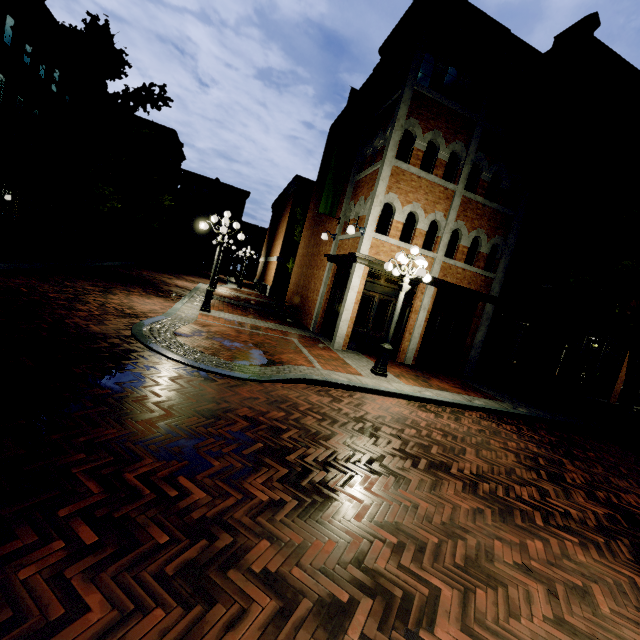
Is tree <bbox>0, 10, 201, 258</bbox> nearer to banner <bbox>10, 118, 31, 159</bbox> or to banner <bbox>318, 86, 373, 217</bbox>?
banner <bbox>10, 118, 31, 159</bbox>

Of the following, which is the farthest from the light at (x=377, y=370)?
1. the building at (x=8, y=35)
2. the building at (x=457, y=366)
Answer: the building at (x=8, y=35)

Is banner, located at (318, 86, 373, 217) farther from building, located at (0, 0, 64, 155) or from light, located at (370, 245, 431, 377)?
building, located at (0, 0, 64, 155)

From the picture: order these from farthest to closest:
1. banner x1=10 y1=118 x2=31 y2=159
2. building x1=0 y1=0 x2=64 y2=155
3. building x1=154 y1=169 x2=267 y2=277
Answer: building x1=154 y1=169 x2=267 y2=277
banner x1=10 y1=118 x2=31 y2=159
building x1=0 y1=0 x2=64 y2=155

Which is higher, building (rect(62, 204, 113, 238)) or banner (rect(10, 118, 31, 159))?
banner (rect(10, 118, 31, 159))

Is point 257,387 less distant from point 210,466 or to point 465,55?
point 210,466

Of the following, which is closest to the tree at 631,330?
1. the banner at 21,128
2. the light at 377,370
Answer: the banner at 21,128

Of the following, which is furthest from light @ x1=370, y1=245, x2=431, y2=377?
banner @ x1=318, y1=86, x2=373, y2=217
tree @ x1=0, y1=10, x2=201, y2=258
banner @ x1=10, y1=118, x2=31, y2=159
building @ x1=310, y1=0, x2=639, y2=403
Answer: banner @ x1=10, y1=118, x2=31, y2=159
